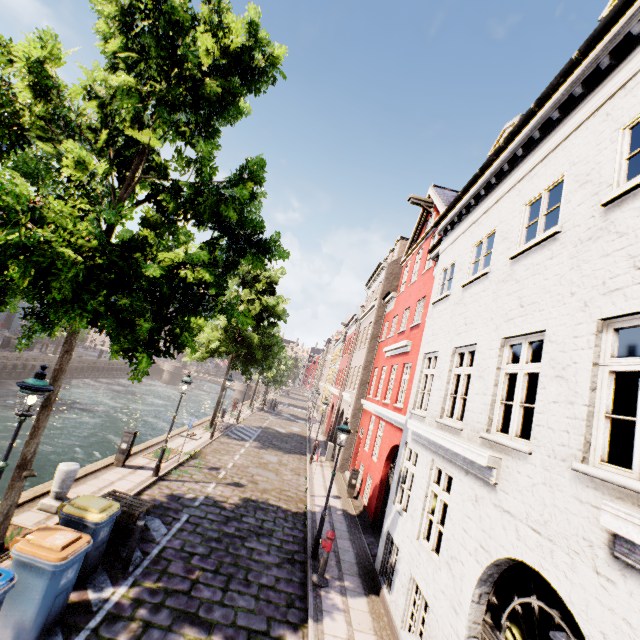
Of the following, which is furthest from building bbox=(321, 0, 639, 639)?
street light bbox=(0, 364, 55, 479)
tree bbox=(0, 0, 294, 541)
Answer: street light bbox=(0, 364, 55, 479)

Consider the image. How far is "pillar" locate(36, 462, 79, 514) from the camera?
8.0m

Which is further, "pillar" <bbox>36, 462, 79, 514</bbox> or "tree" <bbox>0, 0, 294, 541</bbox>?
"pillar" <bbox>36, 462, 79, 514</bbox>

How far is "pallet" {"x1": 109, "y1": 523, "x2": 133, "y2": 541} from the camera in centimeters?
758cm

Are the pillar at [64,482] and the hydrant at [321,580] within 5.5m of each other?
no

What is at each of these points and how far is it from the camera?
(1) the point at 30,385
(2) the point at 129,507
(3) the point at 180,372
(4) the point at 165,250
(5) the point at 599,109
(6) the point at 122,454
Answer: (1) street light, 5.3m
(2) pallet, 8.0m
(3) bridge, 55.0m
(4) tree, 6.1m
(5) building, 5.0m
(6) electrical box, 11.7m

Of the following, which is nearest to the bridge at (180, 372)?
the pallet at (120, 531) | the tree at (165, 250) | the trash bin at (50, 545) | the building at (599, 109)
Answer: the tree at (165, 250)

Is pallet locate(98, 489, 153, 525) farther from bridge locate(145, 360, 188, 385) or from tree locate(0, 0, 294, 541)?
bridge locate(145, 360, 188, 385)
